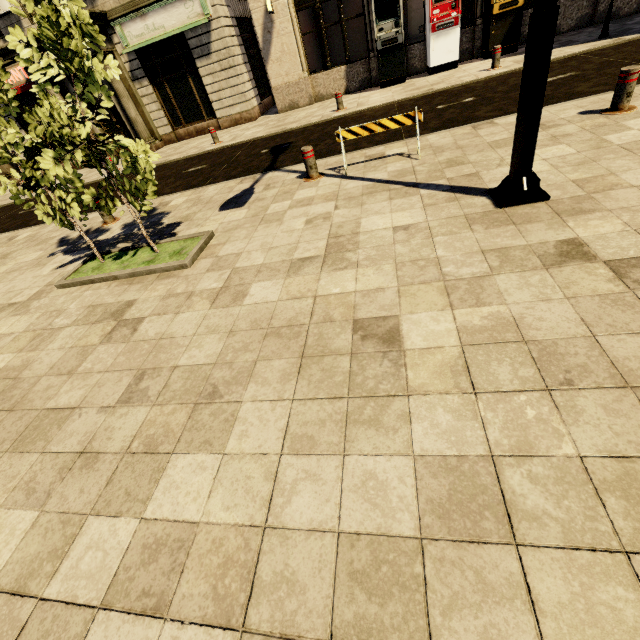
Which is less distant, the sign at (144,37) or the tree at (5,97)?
the tree at (5,97)

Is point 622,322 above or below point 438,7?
below

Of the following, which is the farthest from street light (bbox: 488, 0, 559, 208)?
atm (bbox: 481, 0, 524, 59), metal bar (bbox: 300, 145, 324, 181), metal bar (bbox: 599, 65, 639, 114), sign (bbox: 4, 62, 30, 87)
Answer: sign (bbox: 4, 62, 30, 87)

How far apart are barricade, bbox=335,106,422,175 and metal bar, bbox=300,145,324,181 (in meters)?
0.44

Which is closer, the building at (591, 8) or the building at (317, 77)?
the building at (591, 8)

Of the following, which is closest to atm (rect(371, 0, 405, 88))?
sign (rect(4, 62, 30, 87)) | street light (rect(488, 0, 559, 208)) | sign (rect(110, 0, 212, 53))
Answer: sign (rect(110, 0, 212, 53))

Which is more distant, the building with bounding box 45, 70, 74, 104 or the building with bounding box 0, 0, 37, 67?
the building with bounding box 45, 70, 74, 104

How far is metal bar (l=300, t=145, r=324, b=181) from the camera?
5.9 meters
